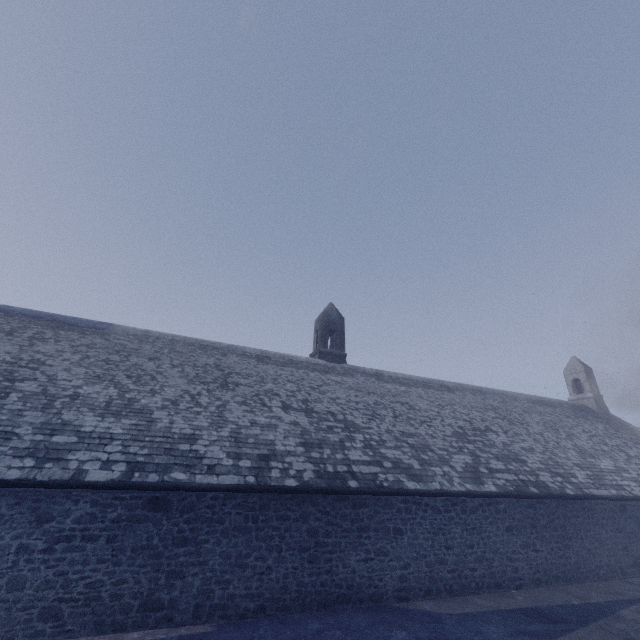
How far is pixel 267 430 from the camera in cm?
1109
